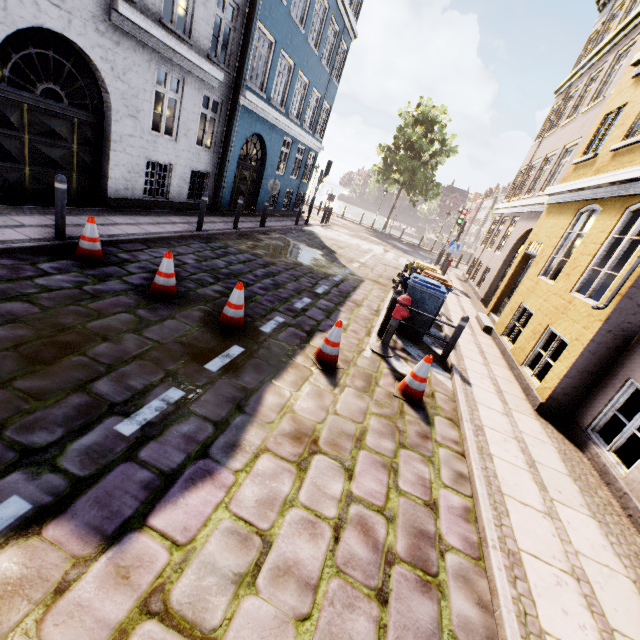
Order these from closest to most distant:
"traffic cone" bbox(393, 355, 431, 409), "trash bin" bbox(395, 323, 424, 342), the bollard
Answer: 1. "traffic cone" bbox(393, 355, 431, 409)
2. the bollard
3. "trash bin" bbox(395, 323, 424, 342)

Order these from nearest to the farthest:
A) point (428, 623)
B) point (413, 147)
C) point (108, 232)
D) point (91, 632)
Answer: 1. point (91, 632)
2. point (428, 623)
3. point (108, 232)
4. point (413, 147)

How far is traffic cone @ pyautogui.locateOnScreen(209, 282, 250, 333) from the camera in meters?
5.0 m

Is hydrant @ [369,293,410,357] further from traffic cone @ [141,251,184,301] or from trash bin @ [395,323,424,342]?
traffic cone @ [141,251,184,301]

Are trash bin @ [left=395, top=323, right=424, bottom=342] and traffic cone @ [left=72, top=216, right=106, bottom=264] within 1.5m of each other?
no

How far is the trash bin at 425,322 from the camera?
7.18m

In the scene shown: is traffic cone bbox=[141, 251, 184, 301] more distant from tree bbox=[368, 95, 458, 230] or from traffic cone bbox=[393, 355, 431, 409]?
tree bbox=[368, 95, 458, 230]

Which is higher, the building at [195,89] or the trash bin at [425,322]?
the building at [195,89]
